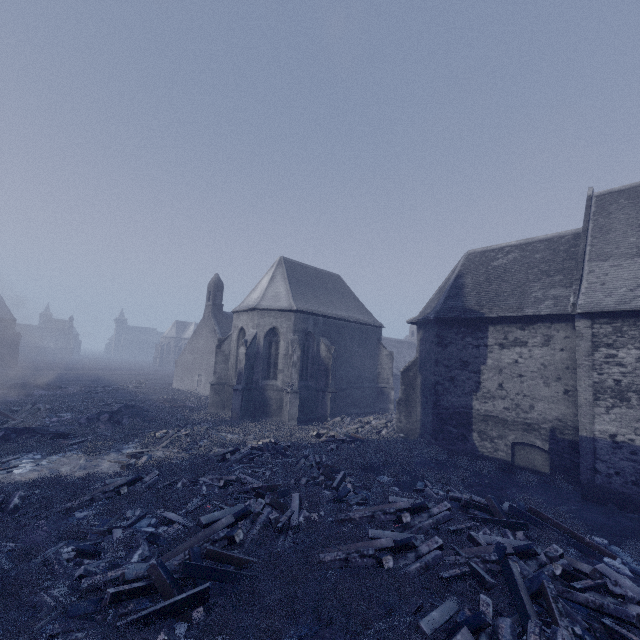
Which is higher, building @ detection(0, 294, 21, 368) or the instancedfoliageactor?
building @ detection(0, 294, 21, 368)

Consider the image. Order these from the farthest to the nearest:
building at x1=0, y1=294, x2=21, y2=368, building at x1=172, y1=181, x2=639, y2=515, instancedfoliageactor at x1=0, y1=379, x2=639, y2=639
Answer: building at x1=0, y1=294, x2=21, y2=368
building at x1=172, y1=181, x2=639, y2=515
instancedfoliageactor at x1=0, y1=379, x2=639, y2=639

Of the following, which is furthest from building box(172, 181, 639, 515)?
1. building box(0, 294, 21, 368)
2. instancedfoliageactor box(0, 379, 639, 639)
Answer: building box(0, 294, 21, 368)

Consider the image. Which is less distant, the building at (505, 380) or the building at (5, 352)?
the building at (505, 380)

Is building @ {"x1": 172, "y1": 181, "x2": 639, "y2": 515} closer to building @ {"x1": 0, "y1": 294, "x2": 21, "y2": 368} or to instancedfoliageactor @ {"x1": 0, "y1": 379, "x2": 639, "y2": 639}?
instancedfoliageactor @ {"x1": 0, "y1": 379, "x2": 639, "y2": 639}

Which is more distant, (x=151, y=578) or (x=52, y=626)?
(x=151, y=578)

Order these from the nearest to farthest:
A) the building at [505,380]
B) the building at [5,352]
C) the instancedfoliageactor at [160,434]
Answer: the instancedfoliageactor at [160,434], the building at [505,380], the building at [5,352]
